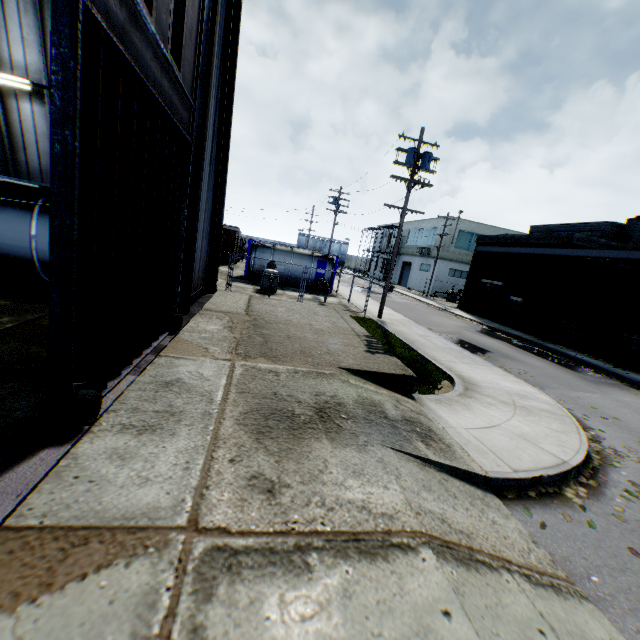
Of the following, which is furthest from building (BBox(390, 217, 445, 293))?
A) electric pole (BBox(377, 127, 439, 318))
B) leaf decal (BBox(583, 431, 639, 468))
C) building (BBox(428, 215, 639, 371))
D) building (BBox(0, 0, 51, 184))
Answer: building (BBox(0, 0, 51, 184))

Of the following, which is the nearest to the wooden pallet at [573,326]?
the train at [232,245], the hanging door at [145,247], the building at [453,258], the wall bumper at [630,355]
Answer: the building at [453,258]

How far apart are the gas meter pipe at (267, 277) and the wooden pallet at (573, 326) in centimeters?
1860cm

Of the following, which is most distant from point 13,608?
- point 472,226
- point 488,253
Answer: point 472,226

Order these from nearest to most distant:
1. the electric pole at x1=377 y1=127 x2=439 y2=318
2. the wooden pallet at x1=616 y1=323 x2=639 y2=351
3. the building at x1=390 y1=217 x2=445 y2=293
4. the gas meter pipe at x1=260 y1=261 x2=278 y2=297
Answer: the electric pole at x1=377 y1=127 x2=439 y2=318, the wooden pallet at x1=616 y1=323 x2=639 y2=351, the gas meter pipe at x1=260 y1=261 x2=278 y2=297, the building at x1=390 y1=217 x2=445 y2=293

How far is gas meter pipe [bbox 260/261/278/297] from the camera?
18.14m

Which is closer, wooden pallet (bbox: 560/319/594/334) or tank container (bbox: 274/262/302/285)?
wooden pallet (bbox: 560/319/594/334)

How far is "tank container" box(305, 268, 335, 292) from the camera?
24.7 meters
